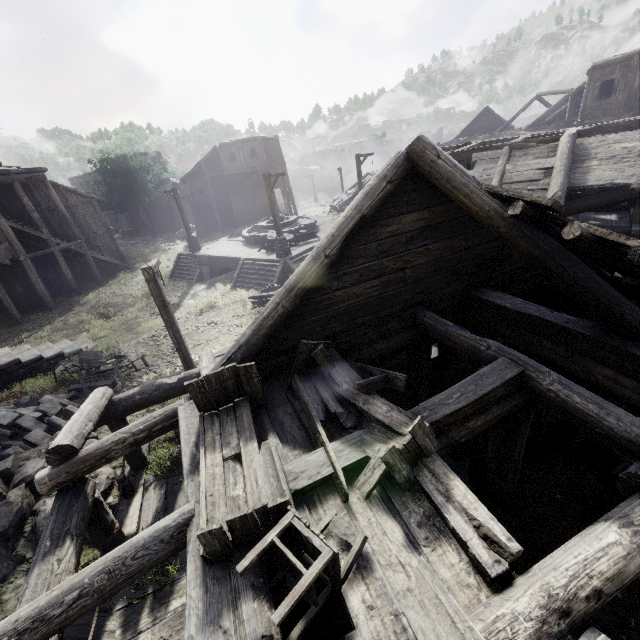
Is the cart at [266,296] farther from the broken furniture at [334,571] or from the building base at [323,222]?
the broken furniture at [334,571]

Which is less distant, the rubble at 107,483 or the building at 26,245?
the rubble at 107,483

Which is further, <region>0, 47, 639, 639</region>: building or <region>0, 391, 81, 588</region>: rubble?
<region>0, 391, 81, 588</region>: rubble

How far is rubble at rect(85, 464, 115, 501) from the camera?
7.98m

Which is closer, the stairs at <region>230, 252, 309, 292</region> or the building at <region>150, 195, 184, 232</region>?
the stairs at <region>230, 252, 309, 292</region>

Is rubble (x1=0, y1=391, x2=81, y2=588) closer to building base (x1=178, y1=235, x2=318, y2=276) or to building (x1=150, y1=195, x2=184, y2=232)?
building (x1=150, y1=195, x2=184, y2=232)

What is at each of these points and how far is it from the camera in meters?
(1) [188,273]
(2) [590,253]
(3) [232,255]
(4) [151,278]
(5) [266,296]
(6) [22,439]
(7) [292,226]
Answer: (1) stairs, 24.4
(2) wooden plank rubble, 4.7
(3) building base, 22.1
(4) wooden lamp post, 8.8
(5) cart, 15.8
(6) rubble, 9.9
(7) fountain, 25.9

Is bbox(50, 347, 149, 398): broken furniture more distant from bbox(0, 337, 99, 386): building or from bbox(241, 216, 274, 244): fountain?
bbox(241, 216, 274, 244): fountain
